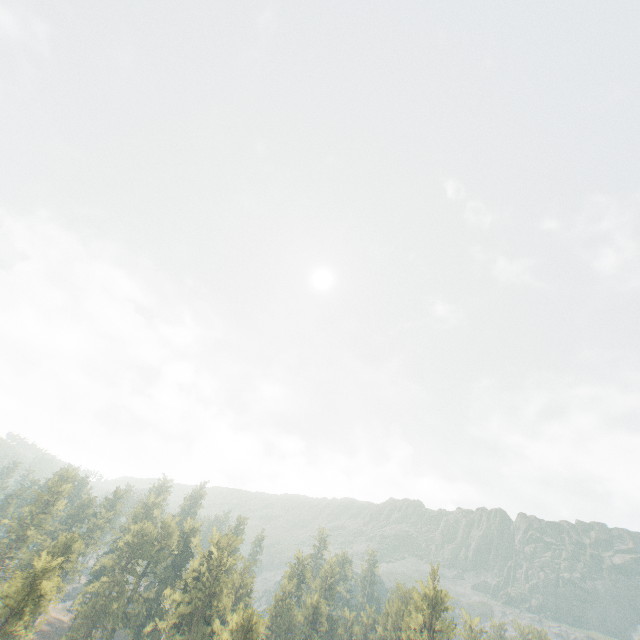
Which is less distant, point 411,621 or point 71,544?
point 71,544

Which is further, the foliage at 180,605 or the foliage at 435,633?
the foliage at 435,633

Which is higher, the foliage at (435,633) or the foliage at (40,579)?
the foliage at (435,633)

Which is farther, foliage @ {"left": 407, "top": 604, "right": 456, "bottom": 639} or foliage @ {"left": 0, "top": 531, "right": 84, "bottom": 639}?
foliage @ {"left": 407, "top": 604, "right": 456, "bottom": 639}

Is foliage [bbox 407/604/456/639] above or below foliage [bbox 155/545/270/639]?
above

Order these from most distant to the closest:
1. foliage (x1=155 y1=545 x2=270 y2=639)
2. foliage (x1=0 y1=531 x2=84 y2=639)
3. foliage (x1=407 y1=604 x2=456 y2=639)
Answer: foliage (x1=407 y1=604 x2=456 y2=639) → foliage (x1=155 y1=545 x2=270 y2=639) → foliage (x1=0 y1=531 x2=84 y2=639)
